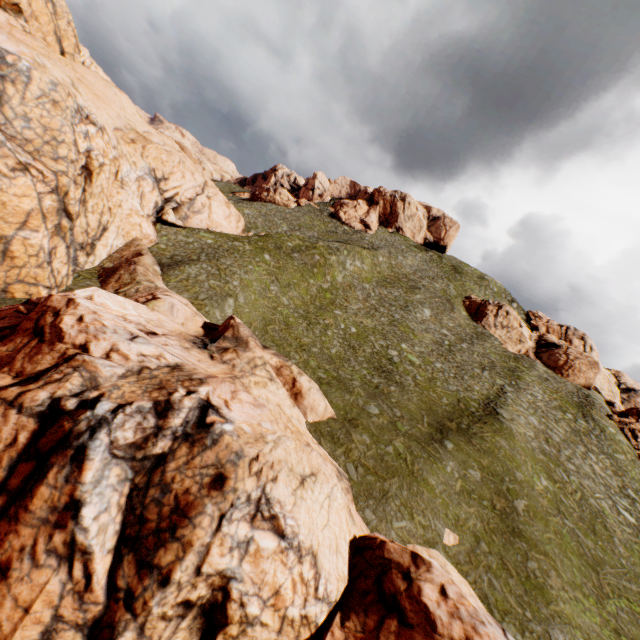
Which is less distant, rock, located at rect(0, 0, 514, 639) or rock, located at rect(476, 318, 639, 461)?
rock, located at rect(0, 0, 514, 639)

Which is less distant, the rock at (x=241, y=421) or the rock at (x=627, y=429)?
the rock at (x=241, y=421)

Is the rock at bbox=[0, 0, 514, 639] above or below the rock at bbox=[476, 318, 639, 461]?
below

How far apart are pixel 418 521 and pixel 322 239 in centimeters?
4612cm

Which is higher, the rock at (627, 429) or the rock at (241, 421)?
the rock at (627, 429)
